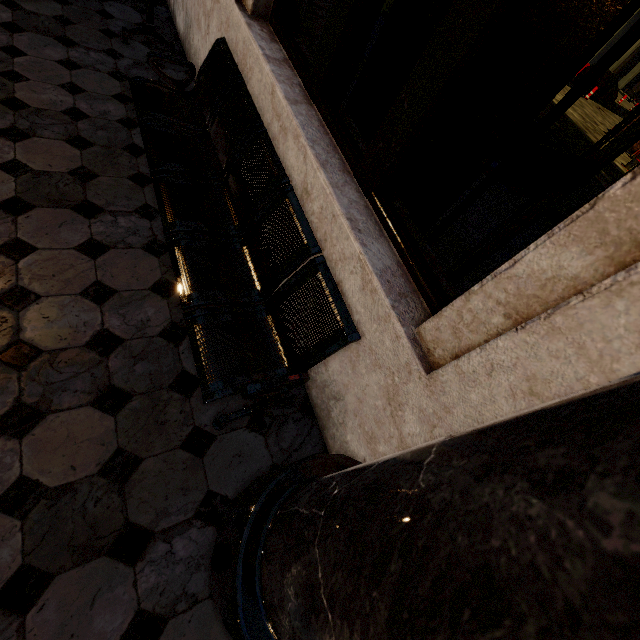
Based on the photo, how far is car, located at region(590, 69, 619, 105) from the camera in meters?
20.6

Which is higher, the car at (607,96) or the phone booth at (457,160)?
the phone booth at (457,160)

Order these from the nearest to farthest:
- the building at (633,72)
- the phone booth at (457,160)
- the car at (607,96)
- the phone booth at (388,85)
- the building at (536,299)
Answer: the building at (536,299) → the phone booth at (457,160) → the phone booth at (388,85) → the car at (607,96) → the building at (633,72)

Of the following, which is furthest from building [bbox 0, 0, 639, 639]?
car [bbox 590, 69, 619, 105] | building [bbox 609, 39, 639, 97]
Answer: Result: car [bbox 590, 69, 619, 105]

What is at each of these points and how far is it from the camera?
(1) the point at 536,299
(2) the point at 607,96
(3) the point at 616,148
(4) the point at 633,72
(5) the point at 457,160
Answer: (1) building, 1.0m
(2) car, 22.0m
(3) phone booth, 2.1m
(4) building, 35.5m
(5) phone booth, 1.8m

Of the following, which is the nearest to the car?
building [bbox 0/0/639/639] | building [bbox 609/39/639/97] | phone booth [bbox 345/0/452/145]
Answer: building [bbox 609/39/639/97]

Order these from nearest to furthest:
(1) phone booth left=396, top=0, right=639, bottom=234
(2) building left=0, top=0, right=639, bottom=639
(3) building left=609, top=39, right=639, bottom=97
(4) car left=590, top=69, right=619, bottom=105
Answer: (2) building left=0, top=0, right=639, bottom=639
(1) phone booth left=396, top=0, right=639, bottom=234
(4) car left=590, top=69, right=619, bottom=105
(3) building left=609, top=39, right=639, bottom=97
